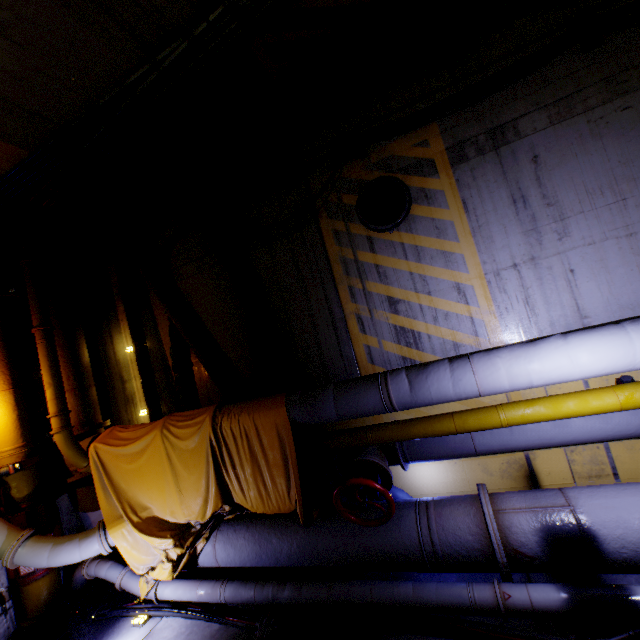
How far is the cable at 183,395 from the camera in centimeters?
618cm

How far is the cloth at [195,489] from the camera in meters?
4.3

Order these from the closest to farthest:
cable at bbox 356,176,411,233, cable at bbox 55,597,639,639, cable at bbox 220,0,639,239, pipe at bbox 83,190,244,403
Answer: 1. cable at bbox 55,597,639,639
2. cable at bbox 220,0,639,239
3. cable at bbox 356,176,411,233
4. pipe at bbox 83,190,244,403

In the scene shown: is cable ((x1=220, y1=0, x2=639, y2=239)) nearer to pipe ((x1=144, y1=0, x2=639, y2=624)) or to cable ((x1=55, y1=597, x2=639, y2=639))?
pipe ((x1=144, y1=0, x2=639, y2=624))

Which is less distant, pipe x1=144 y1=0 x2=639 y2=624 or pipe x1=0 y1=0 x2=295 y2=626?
pipe x1=144 y1=0 x2=639 y2=624

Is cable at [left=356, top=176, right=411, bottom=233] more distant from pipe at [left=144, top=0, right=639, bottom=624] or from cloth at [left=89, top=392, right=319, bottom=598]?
cloth at [left=89, top=392, right=319, bottom=598]

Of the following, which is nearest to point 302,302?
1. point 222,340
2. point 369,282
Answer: point 369,282
